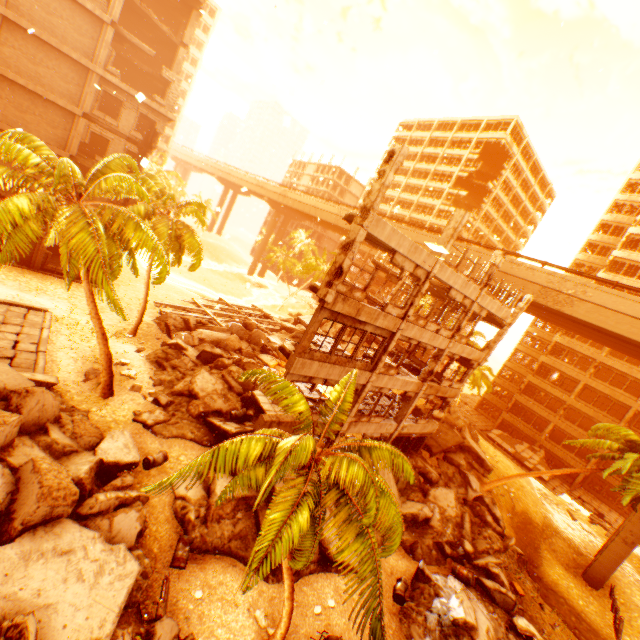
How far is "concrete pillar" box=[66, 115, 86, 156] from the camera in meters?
22.8

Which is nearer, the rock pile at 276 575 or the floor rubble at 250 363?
the rock pile at 276 575

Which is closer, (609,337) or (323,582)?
(323,582)

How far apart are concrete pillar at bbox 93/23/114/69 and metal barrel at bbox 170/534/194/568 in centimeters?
2914cm

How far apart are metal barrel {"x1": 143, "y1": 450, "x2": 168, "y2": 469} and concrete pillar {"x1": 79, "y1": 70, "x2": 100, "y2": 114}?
24.28m

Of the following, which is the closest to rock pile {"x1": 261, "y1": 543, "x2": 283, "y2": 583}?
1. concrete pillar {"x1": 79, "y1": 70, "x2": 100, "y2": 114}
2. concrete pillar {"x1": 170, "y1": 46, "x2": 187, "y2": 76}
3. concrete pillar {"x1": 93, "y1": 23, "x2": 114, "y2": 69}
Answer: concrete pillar {"x1": 79, "y1": 70, "x2": 100, "y2": 114}

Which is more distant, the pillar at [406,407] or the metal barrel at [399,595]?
the pillar at [406,407]

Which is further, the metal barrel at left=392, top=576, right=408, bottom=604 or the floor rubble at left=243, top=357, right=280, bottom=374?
the floor rubble at left=243, top=357, right=280, bottom=374
